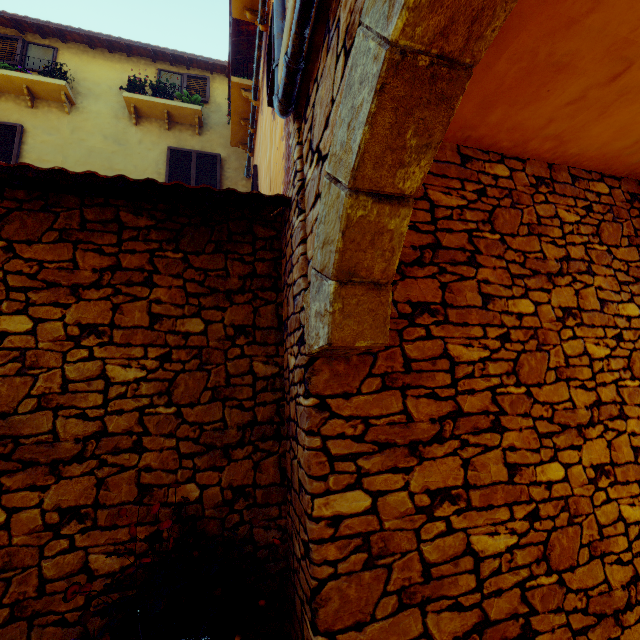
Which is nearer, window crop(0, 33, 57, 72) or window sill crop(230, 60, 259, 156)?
window sill crop(230, 60, 259, 156)

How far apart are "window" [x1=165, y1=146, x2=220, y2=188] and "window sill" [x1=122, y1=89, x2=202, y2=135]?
0.5 meters

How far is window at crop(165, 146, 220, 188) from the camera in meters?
6.9

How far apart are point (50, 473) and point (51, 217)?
1.87m

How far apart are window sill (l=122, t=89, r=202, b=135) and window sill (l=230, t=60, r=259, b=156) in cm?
111

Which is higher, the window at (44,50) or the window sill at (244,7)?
the window at (44,50)

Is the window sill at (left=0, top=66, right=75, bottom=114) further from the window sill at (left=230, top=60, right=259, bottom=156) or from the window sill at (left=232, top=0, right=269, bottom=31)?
the window sill at (left=232, top=0, right=269, bottom=31)

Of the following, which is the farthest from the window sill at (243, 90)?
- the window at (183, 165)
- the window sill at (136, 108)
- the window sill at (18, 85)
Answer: the window sill at (18, 85)
